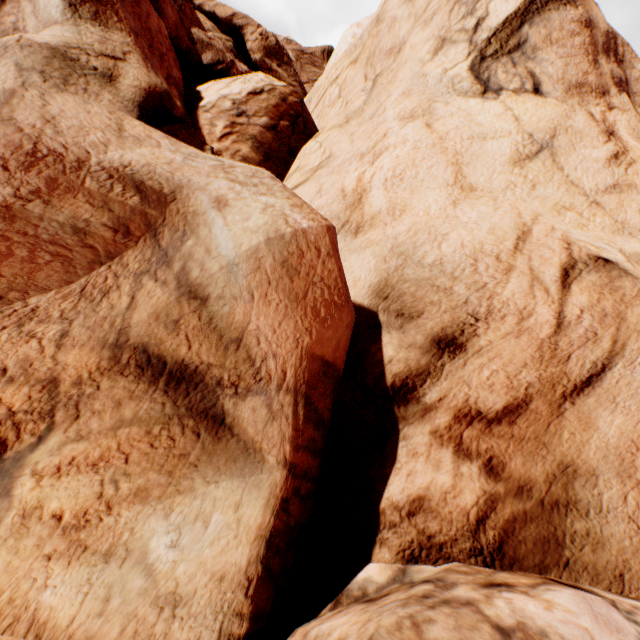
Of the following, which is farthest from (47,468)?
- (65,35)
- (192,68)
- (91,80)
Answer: (192,68)
